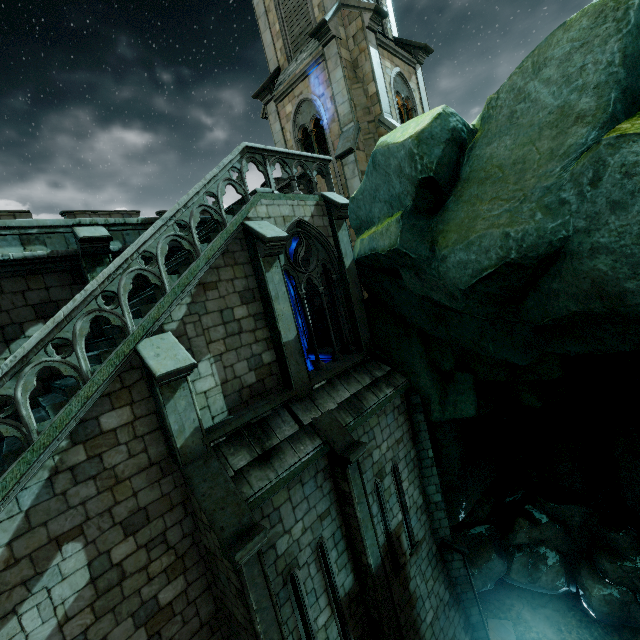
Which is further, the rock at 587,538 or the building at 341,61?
the building at 341,61

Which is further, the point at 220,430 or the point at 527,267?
the point at 220,430

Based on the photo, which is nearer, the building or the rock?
the rock
